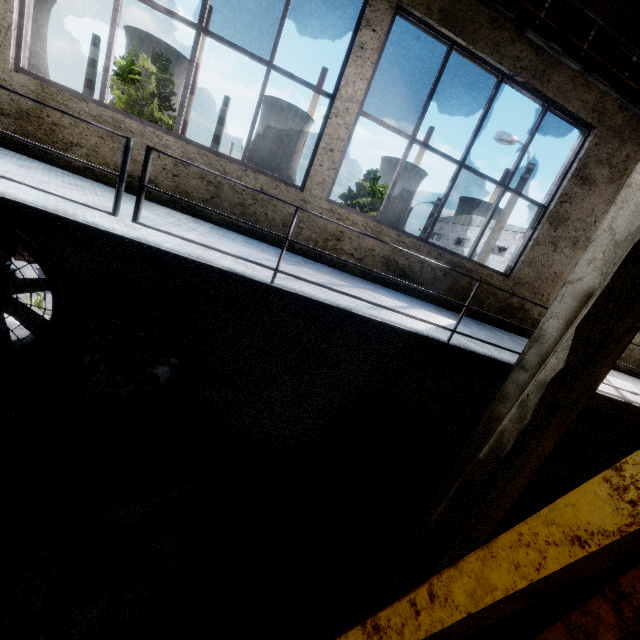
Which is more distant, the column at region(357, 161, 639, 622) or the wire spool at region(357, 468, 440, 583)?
the wire spool at region(357, 468, 440, 583)

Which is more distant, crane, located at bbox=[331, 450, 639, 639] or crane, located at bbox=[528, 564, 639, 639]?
crane, located at bbox=[528, 564, 639, 639]

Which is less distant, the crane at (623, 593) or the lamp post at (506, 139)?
the crane at (623, 593)

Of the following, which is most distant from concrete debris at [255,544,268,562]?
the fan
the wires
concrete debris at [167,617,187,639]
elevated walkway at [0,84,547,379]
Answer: the wires

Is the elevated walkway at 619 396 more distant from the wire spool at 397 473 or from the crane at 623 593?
the wire spool at 397 473

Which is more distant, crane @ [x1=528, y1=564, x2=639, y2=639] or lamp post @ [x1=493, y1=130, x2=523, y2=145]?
lamp post @ [x1=493, y1=130, x2=523, y2=145]

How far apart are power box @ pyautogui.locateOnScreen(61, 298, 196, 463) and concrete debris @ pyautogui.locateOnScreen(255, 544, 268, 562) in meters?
2.2 m

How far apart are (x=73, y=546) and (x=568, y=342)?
6.0m
